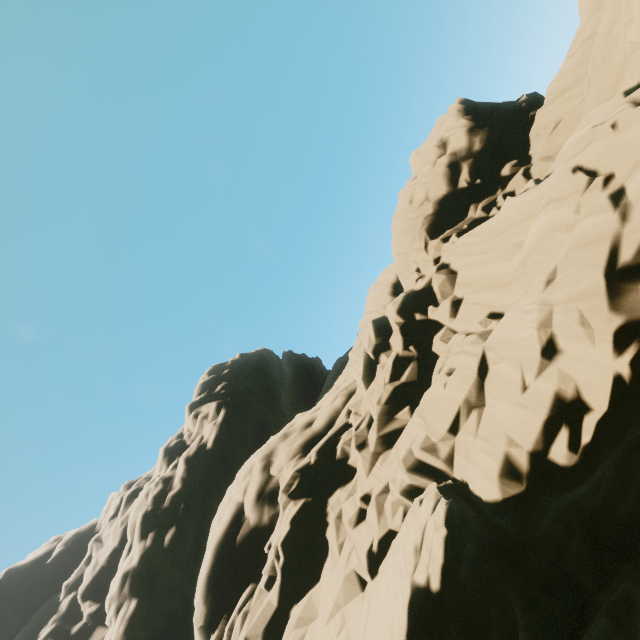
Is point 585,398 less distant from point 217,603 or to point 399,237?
point 399,237
